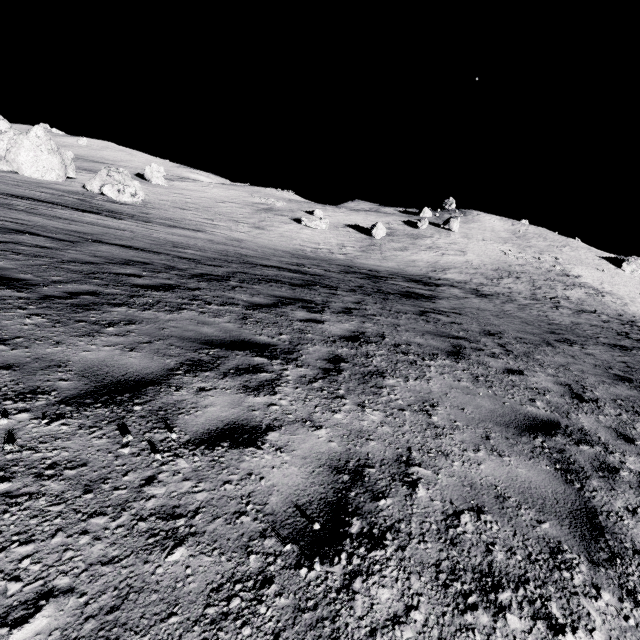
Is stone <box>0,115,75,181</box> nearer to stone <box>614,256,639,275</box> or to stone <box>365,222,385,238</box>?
stone <box>365,222,385,238</box>

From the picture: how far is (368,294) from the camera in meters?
12.3 m

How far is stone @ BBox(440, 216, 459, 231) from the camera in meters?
53.8 m

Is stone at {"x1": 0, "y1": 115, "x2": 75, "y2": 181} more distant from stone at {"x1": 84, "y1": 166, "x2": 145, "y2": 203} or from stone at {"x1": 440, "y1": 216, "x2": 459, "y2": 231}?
stone at {"x1": 440, "y1": 216, "x2": 459, "y2": 231}

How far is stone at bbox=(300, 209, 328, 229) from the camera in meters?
41.6

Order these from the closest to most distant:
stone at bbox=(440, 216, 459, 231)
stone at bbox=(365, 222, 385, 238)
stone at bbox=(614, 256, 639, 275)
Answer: stone at bbox=(365, 222, 385, 238) < stone at bbox=(440, 216, 459, 231) < stone at bbox=(614, 256, 639, 275)

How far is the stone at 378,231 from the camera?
43.5 meters

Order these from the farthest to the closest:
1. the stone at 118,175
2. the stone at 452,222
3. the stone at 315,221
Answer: the stone at 452,222 → the stone at 315,221 → the stone at 118,175
